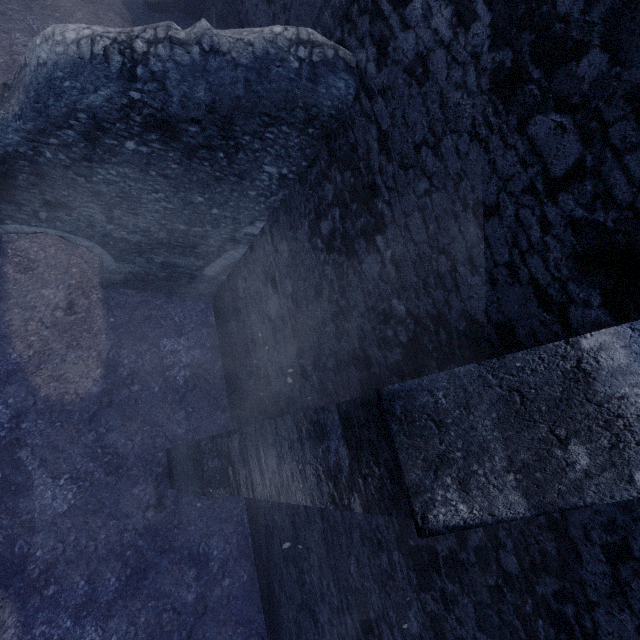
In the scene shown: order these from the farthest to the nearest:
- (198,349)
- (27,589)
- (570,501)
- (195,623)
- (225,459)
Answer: (198,349) < (195,623) < (27,589) < (225,459) < (570,501)
